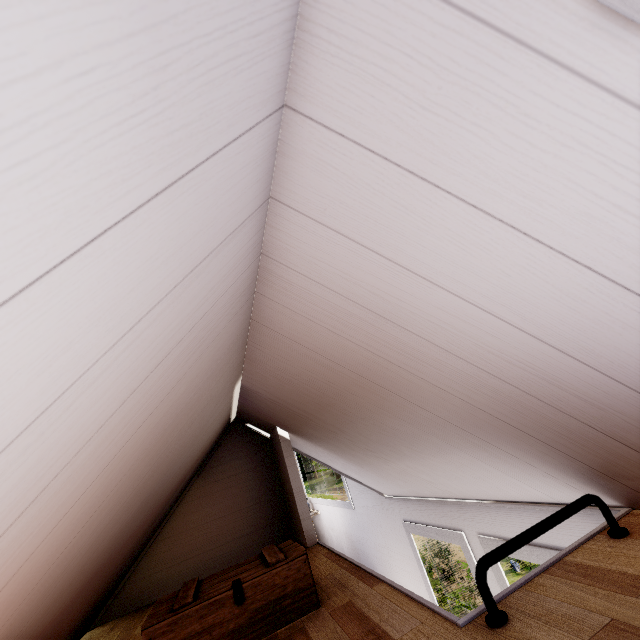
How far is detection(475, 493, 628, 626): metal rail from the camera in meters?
1.0 m

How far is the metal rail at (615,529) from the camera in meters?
1.0 m

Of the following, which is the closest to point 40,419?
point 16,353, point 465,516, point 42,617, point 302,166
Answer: point 16,353
